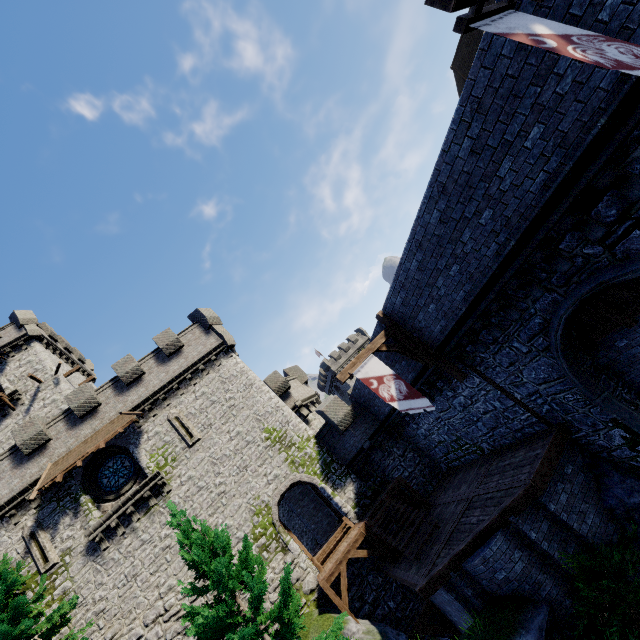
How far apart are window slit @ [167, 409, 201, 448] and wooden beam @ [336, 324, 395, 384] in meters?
12.5

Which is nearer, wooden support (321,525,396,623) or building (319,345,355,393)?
wooden support (321,525,396,623)

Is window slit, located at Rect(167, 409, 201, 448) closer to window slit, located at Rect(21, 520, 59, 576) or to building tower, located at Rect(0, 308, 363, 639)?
building tower, located at Rect(0, 308, 363, 639)

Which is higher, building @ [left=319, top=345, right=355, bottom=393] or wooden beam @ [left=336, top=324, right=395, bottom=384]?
building @ [left=319, top=345, right=355, bottom=393]

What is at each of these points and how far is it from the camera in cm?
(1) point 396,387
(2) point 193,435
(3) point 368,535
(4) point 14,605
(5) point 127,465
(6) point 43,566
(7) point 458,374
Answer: (1) flag, 1098
(2) window slit, 1981
(3) wooden support, 1524
(4) tree, 1186
(5) window glass, 1956
(6) window slit, 1598
(7) wooden post, 1157

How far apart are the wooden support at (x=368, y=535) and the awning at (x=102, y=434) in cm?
1310

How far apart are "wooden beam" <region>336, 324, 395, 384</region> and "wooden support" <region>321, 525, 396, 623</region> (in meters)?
8.72

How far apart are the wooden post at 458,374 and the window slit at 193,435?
13.85m
